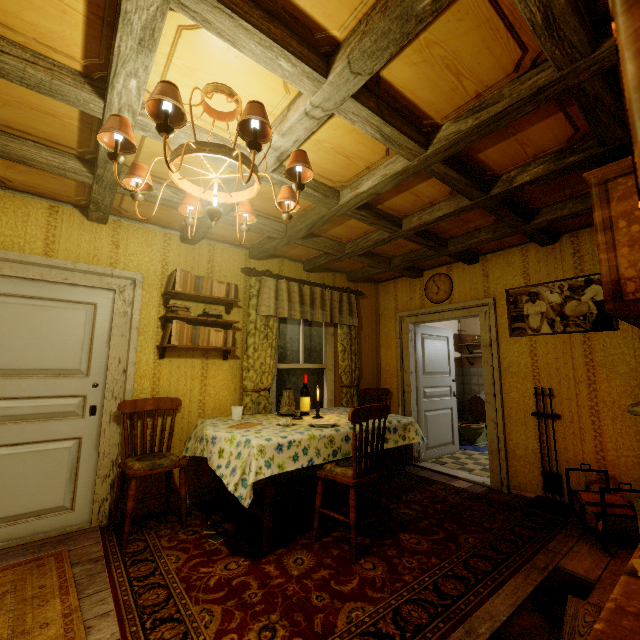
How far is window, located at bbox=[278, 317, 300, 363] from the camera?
4.3m

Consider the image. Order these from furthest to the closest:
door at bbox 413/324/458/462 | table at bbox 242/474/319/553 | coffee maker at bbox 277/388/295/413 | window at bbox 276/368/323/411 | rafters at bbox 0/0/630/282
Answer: door at bbox 413/324/458/462, window at bbox 276/368/323/411, coffee maker at bbox 277/388/295/413, table at bbox 242/474/319/553, rafters at bbox 0/0/630/282

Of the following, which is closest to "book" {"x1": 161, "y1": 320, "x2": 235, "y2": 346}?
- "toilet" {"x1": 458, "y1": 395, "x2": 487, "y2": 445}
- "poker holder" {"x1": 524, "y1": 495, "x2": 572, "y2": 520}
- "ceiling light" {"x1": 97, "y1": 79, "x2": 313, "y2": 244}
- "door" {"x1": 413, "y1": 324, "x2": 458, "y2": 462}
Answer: "ceiling light" {"x1": 97, "y1": 79, "x2": 313, "y2": 244}

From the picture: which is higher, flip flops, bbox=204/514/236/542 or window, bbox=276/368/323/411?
window, bbox=276/368/323/411

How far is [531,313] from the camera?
3.70m

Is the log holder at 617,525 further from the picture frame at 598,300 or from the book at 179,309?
the book at 179,309

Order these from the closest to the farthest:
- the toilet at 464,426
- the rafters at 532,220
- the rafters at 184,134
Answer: the rafters at 532,220, the rafters at 184,134, the toilet at 464,426

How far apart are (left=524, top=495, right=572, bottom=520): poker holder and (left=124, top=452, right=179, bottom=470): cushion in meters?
3.5
